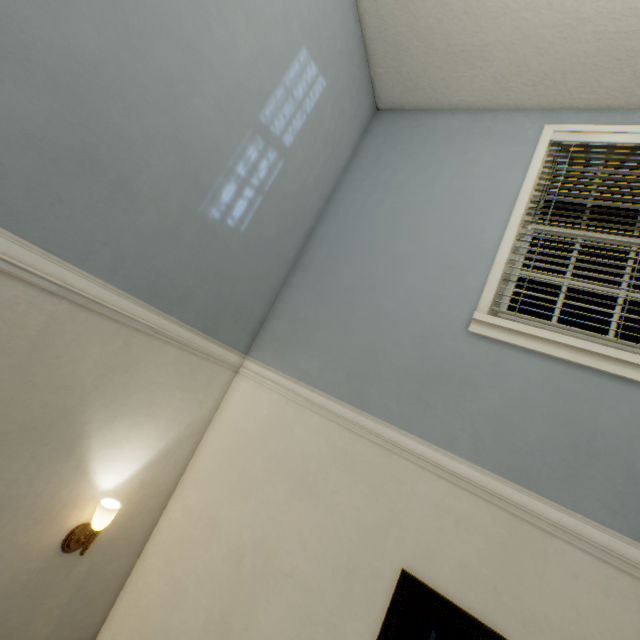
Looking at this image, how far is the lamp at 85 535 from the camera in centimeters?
156cm

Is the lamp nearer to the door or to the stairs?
the stairs

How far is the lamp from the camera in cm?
156

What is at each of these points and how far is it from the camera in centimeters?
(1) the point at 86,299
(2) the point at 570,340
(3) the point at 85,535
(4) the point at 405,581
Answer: (1) stairs, 131cm
(2) window, 163cm
(3) lamp, 162cm
(4) door, 151cm

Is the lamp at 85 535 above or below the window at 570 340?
below

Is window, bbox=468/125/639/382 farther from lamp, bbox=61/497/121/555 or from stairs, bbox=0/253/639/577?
lamp, bbox=61/497/121/555
